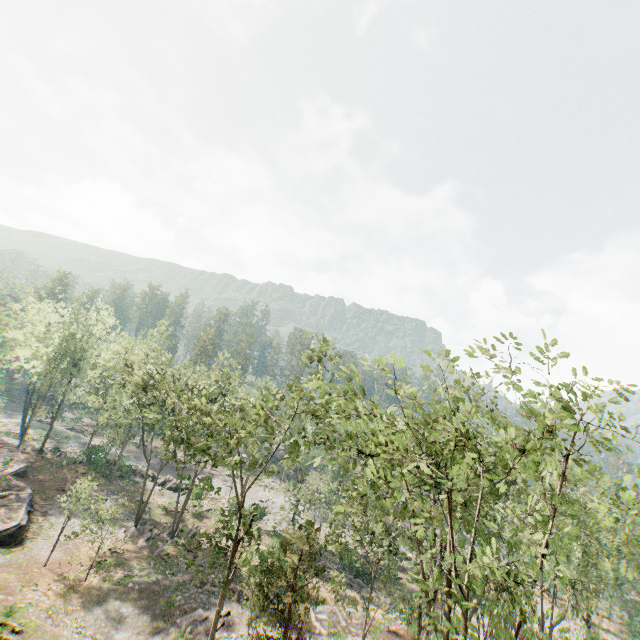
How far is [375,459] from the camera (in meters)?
18.64

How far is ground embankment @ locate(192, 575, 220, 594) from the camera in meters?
26.3

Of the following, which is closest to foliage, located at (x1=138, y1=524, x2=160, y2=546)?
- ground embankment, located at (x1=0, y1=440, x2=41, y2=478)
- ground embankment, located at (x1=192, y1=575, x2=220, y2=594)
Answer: ground embankment, located at (x1=0, y1=440, x2=41, y2=478)

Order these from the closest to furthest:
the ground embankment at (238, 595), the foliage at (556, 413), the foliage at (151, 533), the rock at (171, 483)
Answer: the foliage at (556, 413) → the ground embankment at (238, 595) → the foliage at (151, 533) → the rock at (171, 483)

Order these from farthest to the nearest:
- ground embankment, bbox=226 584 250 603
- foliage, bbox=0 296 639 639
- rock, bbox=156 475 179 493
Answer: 1. rock, bbox=156 475 179 493
2. ground embankment, bbox=226 584 250 603
3. foliage, bbox=0 296 639 639

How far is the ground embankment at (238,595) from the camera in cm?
2614

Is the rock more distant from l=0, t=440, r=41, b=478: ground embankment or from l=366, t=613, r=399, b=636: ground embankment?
l=366, t=613, r=399, b=636: ground embankment

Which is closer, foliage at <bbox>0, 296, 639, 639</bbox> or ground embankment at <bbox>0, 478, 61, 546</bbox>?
foliage at <bbox>0, 296, 639, 639</bbox>
